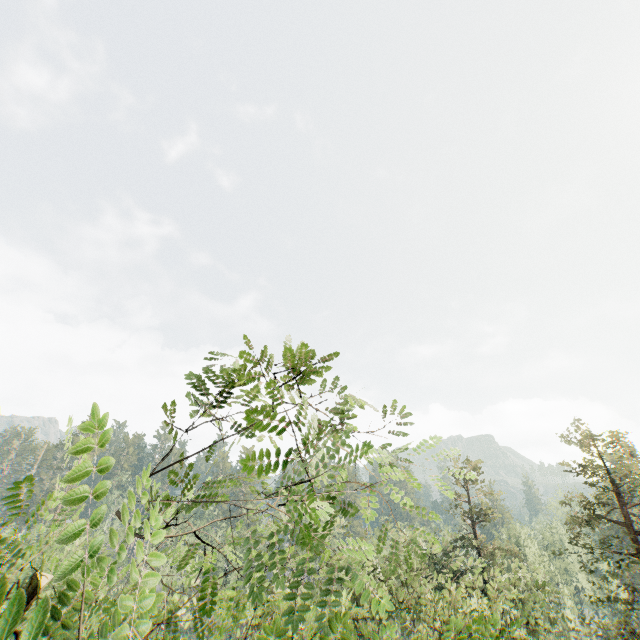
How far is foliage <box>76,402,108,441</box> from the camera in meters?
1.4 m

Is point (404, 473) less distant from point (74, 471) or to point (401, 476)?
point (401, 476)

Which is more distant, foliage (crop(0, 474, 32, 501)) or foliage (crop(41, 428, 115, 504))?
foliage (crop(0, 474, 32, 501))

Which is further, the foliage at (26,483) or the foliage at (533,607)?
the foliage at (26,483)
